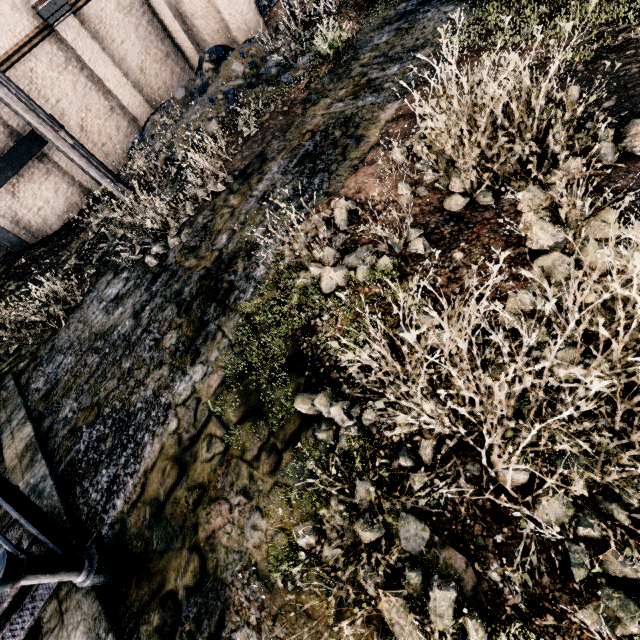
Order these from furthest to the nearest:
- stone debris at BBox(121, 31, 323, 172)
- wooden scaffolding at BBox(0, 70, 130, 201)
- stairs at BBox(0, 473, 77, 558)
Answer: stone debris at BBox(121, 31, 323, 172)
wooden scaffolding at BBox(0, 70, 130, 201)
stairs at BBox(0, 473, 77, 558)

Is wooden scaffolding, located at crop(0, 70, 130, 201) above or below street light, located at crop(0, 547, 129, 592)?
above

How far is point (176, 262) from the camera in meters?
8.8 m

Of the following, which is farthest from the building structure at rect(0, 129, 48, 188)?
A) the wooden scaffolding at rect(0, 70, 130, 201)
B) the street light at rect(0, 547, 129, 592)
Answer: the street light at rect(0, 547, 129, 592)

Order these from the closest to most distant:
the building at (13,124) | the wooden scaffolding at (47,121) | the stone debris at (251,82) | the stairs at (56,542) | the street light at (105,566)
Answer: the street light at (105,566) → the stairs at (56,542) → the wooden scaffolding at (47,121) → the stone debris at (251,82) → the building at (13,124)

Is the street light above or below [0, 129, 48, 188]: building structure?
below

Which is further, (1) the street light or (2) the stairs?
(2) the stairs

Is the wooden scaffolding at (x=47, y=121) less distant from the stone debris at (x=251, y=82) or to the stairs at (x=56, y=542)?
the stone debris at (x=251, y=82)
